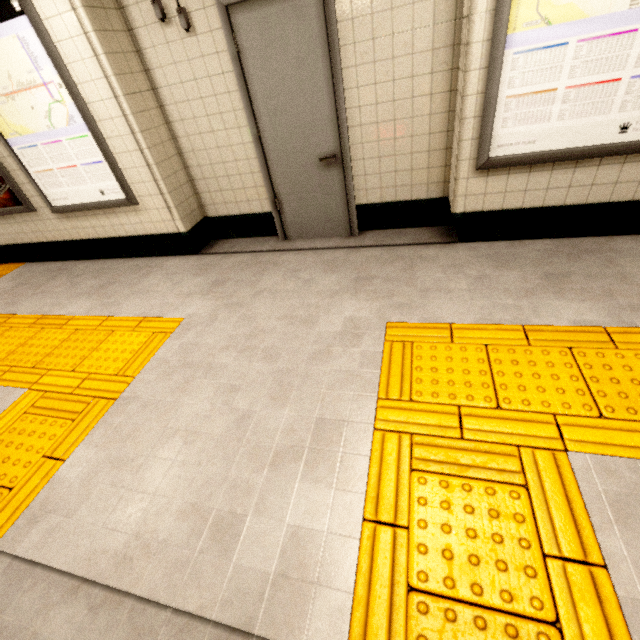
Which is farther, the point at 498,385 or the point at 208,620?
the point at 498,385

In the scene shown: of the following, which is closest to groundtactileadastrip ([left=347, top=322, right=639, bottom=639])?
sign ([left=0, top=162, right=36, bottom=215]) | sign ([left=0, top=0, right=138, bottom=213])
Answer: sign ([left=0, top=162, right=36, bottom=215])

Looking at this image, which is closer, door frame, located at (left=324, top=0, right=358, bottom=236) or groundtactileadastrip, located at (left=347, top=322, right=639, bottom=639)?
groundtactileadastrip, located at (left=347, top=322, right=639, bottom=639)

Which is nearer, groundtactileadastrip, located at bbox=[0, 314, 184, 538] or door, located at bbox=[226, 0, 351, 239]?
groundtactileadastrip, located at bbox=[0, 314, 184, 538]

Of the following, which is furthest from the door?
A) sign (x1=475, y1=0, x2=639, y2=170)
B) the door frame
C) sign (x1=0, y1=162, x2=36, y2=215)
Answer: sign (x1=0, y1=162, x2=36, y2=215)

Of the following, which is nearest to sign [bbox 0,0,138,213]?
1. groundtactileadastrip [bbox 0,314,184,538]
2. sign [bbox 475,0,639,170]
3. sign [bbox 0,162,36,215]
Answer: sign [bbox 0,162,36,215]

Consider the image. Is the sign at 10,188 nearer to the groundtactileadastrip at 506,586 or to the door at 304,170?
A: the groundtactileadastrip at 506,586
